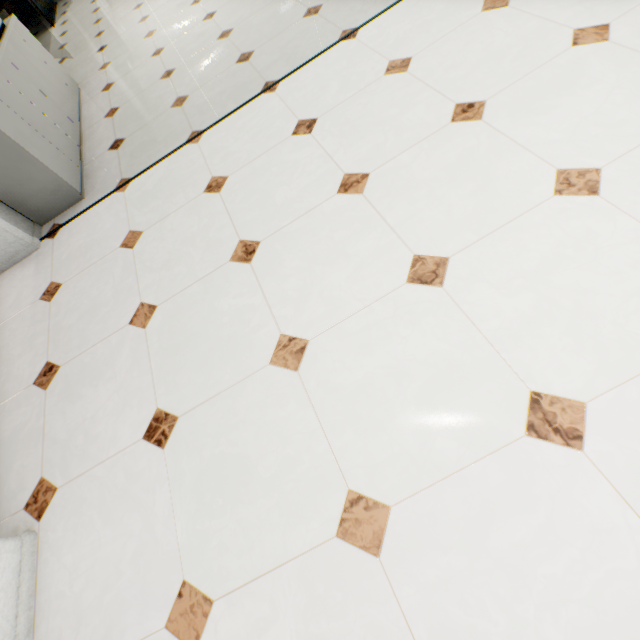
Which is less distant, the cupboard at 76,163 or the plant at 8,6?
the cupboard at 76,163

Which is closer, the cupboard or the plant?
the cupboard

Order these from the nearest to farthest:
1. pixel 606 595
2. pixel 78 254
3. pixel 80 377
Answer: pixel 606 595, pixel 80 377, pixel 78 254
